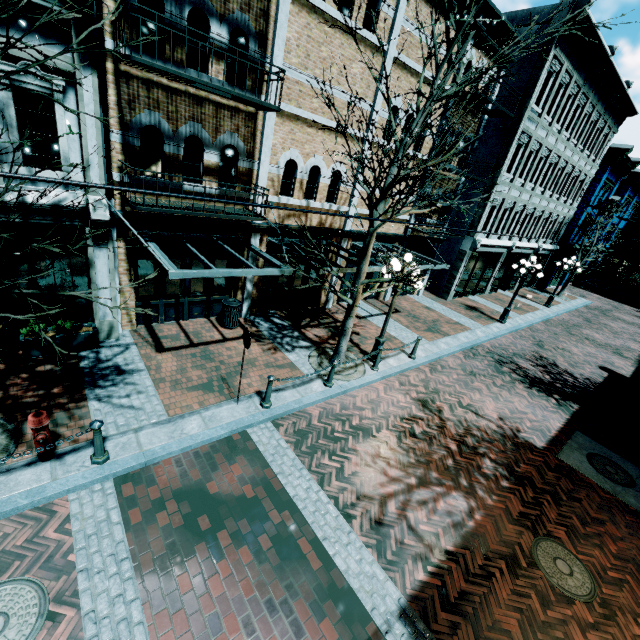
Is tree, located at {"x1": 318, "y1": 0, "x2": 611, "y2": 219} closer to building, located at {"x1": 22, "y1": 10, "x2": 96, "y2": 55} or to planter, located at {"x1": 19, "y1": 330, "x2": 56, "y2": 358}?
building, located at {"x1": 22, "y1": 10, "x2": 96, "y2": 55}

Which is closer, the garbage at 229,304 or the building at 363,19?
the building at 363,19

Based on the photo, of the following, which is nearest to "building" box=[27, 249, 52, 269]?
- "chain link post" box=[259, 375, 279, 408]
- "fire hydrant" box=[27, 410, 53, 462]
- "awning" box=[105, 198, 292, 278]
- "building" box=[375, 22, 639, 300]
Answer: "awning" box=[105, 198, 292, 278]

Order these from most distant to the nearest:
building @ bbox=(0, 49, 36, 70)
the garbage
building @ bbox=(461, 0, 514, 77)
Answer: building @ bbox=(461, 0, 514, 77) → the garbage → building @ bbox=(0, 49, 36, 70)

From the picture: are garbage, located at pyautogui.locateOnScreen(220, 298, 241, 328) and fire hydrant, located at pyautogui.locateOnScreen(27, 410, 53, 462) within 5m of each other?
no

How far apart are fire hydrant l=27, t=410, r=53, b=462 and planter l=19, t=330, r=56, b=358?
2.97m

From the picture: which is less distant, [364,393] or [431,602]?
[431,602]

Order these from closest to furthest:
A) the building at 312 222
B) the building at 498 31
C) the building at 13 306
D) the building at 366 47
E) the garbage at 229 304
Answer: the building at 13 306, the building at 366 47, the garbage at 229 304, the building at 312 222, the building at 498 31
